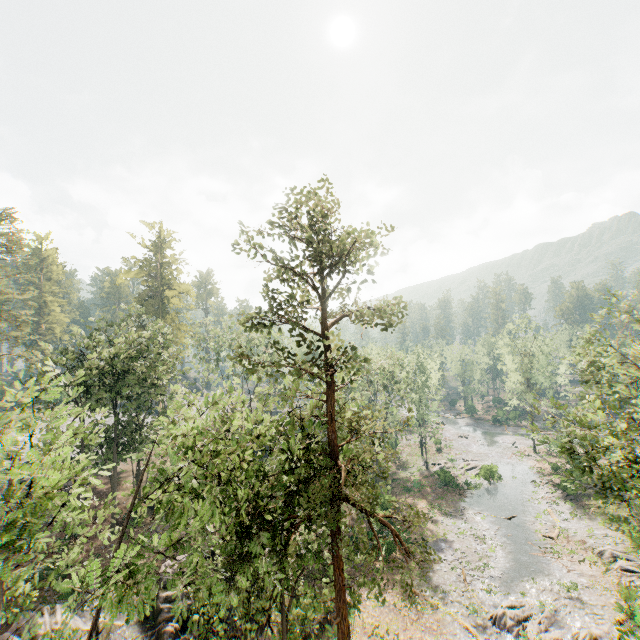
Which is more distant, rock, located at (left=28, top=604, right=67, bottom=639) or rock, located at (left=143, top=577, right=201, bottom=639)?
rock, located at (left=143, top=577, right=201, bottom=639)

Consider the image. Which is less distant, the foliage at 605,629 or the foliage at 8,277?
the foliage at 605,629

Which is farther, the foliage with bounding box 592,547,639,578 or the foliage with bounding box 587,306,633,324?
the foliage with bounding box 592,547,639,578

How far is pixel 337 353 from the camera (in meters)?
14.43

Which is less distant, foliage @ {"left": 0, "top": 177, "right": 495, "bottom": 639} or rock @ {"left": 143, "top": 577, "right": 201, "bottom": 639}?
foliage @ {"left": 0, "top": 177, "right": 495, "bottom": 639}

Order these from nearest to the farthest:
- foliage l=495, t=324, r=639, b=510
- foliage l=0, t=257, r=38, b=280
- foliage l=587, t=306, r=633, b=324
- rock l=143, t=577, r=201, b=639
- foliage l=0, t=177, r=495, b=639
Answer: foliage l=0, t=177, r=495, b=639, foliage l=495, t=324, r=639, b=510, rock l=143, t=577, r=201, b=639, foliage l=587, t=306, r=633, b=324, foliage l=0, t=257, r=38, b=280

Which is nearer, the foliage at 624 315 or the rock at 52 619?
the rock at 52 619
